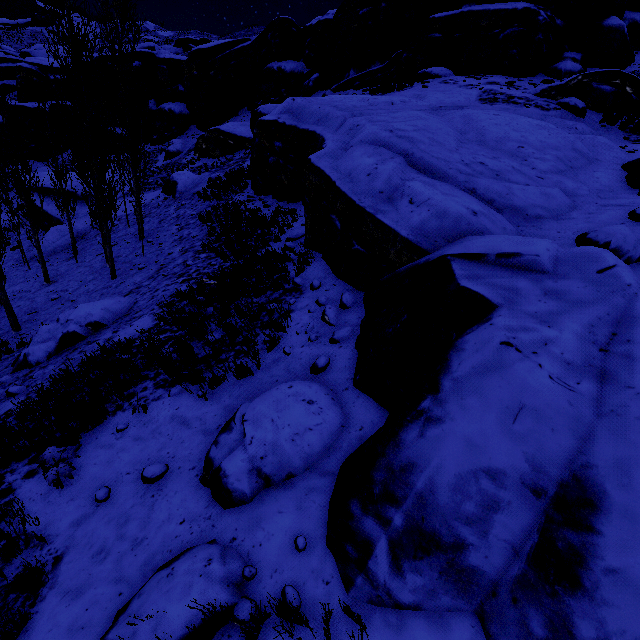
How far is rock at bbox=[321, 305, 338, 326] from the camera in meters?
6.1

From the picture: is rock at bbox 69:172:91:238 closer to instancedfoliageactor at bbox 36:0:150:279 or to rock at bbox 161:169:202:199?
instancedfoliageactor at bbox 36:0:150:279

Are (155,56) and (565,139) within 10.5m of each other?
no

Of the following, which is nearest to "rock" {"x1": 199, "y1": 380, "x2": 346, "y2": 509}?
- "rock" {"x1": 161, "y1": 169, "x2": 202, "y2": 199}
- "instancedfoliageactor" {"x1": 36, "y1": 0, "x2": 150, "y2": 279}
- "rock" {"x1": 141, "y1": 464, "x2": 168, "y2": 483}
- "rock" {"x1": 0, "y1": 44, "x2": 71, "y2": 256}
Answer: "rock" {"x1": 141, "y1": 464, "x2": 168, "y2": 483}

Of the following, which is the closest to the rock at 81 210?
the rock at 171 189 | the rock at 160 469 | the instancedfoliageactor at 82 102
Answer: the instancedfoliageactor at 82 102

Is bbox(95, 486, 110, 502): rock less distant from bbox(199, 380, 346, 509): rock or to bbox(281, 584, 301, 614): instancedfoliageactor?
bbox(281, 584, 301, 614): instancedfoliageactor

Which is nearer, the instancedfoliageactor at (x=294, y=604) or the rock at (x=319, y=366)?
the instancedfoliageactor at (x=294, y=604)

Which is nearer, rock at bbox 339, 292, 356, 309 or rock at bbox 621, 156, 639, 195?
rock at bbox 339, 292, 356, 309
